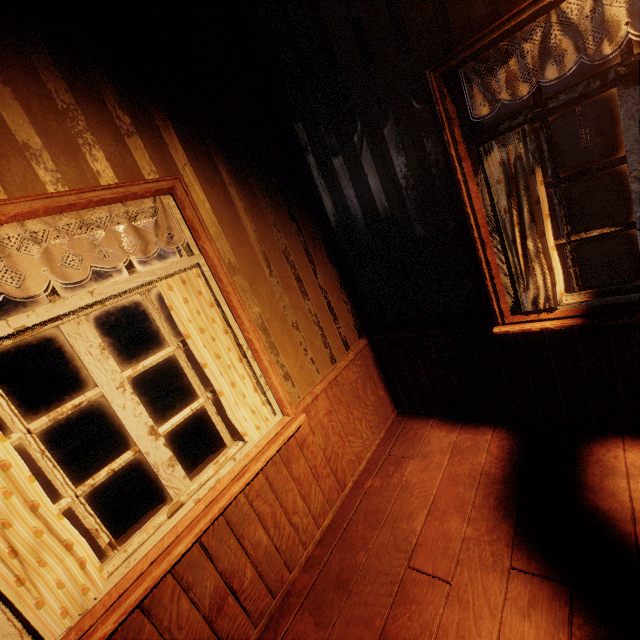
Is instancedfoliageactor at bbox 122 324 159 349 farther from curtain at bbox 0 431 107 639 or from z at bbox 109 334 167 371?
curtain at bbox 0 431 107 639

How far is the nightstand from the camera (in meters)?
20.81

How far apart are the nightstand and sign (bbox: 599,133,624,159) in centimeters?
2921cm

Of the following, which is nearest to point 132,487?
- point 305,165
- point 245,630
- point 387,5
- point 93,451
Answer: point 93,451

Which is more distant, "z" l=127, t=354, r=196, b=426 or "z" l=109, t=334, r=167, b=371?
"z" l=109, t=334, r=167, b=371

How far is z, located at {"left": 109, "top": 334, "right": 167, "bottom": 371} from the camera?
18.7 meters

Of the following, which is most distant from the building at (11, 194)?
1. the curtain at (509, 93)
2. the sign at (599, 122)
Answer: the sign at (599, 122)

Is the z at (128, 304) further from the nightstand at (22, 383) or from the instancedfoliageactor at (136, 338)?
the nightstand at (22, 383)
